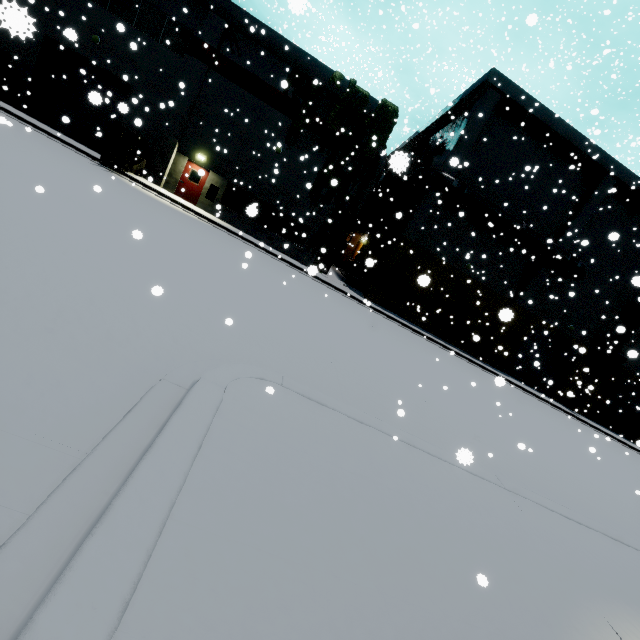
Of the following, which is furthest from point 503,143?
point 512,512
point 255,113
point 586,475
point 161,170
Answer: point 512,512

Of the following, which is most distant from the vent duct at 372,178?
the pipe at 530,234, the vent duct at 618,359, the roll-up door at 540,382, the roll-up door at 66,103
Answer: the vent duct at 618,359

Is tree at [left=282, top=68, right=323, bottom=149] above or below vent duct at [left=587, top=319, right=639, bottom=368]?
above

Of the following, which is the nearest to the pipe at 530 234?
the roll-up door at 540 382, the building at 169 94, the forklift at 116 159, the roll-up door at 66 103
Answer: the building at 169 94

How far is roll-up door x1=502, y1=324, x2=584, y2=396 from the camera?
25.3m

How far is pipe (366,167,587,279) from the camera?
20.16m

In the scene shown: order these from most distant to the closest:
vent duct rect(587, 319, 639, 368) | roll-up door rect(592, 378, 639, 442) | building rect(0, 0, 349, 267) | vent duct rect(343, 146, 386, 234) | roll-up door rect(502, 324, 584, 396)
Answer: roll-up door rect(592, 378, 639, 442)
roll-up door rect(502, 324, 584, 396)
vent duct rect(587, 319, 639, 368)
vent duct rect(343, 146, 386, 234)
building rect(0, 0, 349, 267)

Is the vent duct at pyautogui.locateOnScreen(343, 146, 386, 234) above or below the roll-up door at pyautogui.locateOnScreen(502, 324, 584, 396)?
above
